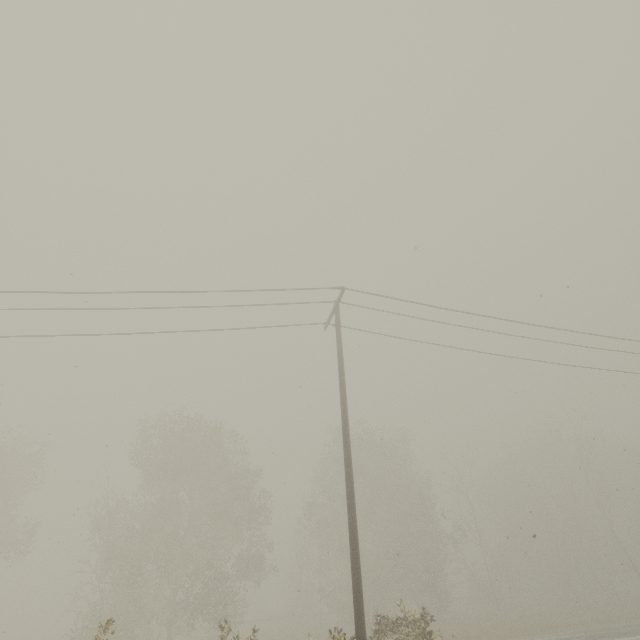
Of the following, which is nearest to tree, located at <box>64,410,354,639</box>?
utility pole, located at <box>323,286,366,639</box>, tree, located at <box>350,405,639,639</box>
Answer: tree, located at <box>350,405,639,639</box>

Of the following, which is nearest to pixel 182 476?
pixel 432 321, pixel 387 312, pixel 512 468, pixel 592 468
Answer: pixel 387 312

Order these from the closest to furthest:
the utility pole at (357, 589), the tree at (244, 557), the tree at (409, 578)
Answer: the utility pole at (357, 589), the tree at (244, 557), the tree at (409, 578)

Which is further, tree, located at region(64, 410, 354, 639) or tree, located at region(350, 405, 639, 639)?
tree, located at region(350, 405, 639, 639)

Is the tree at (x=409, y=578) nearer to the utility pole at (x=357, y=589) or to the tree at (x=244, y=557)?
the tree at (x=244, y=557)

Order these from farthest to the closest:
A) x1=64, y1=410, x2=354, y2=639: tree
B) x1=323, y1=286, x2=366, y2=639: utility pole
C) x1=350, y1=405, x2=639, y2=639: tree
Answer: x1=350, y1=405, x2=639, y2=639: tree
x1=64, y1=410, x2=354, y2=639: tree
x1=323, y1=286, x2=366, y2=639: utility pole
